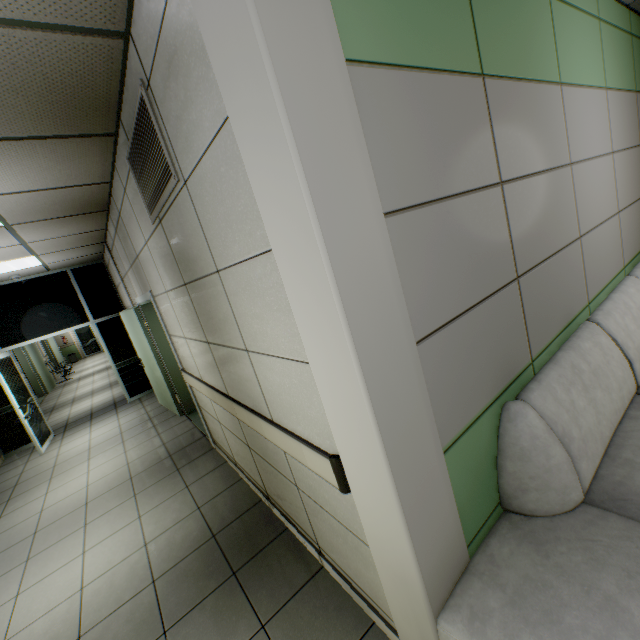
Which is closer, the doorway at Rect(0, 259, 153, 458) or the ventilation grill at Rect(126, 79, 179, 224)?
the ventilation grill at Rect(126, 79, 179, 224)

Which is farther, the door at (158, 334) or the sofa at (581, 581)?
the door at (158, 334)

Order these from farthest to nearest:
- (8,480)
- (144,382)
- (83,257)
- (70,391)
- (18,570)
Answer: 1. (70,391)
2. (144,382)
3. (83,257)
4. (8,480)
5. (18,570)

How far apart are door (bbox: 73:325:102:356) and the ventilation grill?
22.2m

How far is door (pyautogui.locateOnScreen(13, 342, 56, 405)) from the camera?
11.2 meters

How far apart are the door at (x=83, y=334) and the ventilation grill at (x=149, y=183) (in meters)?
22.18

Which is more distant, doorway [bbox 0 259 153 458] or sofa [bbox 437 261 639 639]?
doorway [bbox 0 259 153 458]

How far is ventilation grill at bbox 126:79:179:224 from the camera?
1.68m
